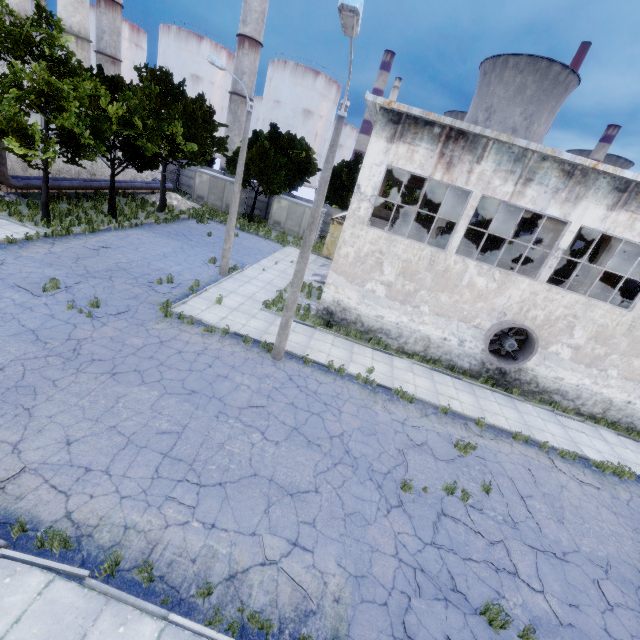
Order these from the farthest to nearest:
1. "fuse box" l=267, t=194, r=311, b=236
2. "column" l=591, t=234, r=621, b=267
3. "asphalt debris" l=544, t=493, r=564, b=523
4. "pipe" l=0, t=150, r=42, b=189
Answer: "fuse box" l=267, t=194, r=311, b=236 → "pipe" l=0, t=150, r=42, b=189 → "column" l=591, t=234, r=621, b=267 → "asphalt debris" l=544, t=493, r=564, b=523

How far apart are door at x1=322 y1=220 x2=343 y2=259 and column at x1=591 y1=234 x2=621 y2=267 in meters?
15.0 m

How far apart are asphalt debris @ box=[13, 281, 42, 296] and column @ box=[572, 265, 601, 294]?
23.0 meters

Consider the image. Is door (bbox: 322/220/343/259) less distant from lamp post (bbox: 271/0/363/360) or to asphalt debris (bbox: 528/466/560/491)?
lamp post (bbox: 271/0/363/360)

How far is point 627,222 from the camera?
12.6m

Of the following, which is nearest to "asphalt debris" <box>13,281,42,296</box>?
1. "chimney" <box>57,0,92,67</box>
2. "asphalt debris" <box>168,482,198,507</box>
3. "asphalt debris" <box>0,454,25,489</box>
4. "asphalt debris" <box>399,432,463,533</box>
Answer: "asphalt debris" <box>0,454,25,489</box>

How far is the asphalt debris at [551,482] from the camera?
10.6m
